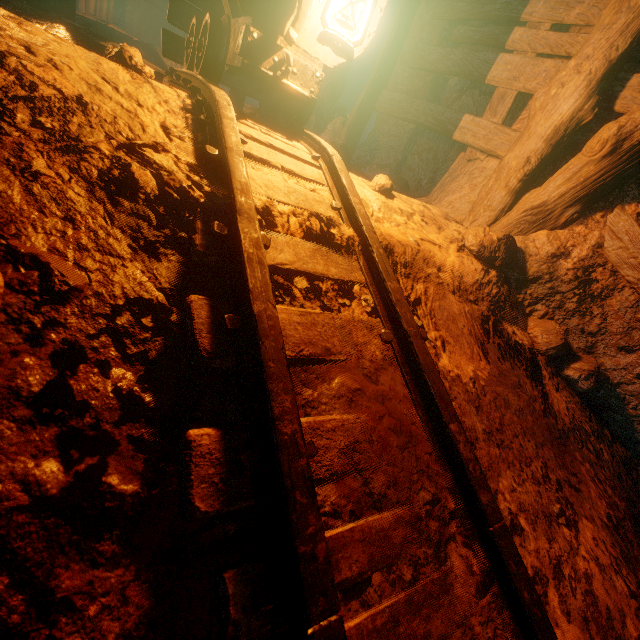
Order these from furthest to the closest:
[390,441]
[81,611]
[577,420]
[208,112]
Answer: [577,420], [208,112], [390,441], [81,611]

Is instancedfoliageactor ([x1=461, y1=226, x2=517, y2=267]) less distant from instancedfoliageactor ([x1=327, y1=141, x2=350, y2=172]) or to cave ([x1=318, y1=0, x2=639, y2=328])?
cave ([x1=318, y1=0, x2=639, y2=328])

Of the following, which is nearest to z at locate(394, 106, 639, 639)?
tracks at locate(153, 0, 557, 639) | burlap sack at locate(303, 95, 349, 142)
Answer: tracks at locate(153, 0, 557, 639)

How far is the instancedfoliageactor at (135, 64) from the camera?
1.5 meters

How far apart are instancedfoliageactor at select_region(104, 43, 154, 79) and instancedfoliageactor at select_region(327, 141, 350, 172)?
2.1 meters

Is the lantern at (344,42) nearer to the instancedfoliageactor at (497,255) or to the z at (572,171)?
the z at (572,171)

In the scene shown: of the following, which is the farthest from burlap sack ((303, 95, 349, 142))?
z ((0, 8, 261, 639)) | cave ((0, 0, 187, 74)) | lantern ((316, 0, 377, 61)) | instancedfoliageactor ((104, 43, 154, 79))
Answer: instancedfoliageactor ((104, 43, 154, 79))

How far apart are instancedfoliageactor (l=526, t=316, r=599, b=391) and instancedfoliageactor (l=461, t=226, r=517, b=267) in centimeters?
52cm
